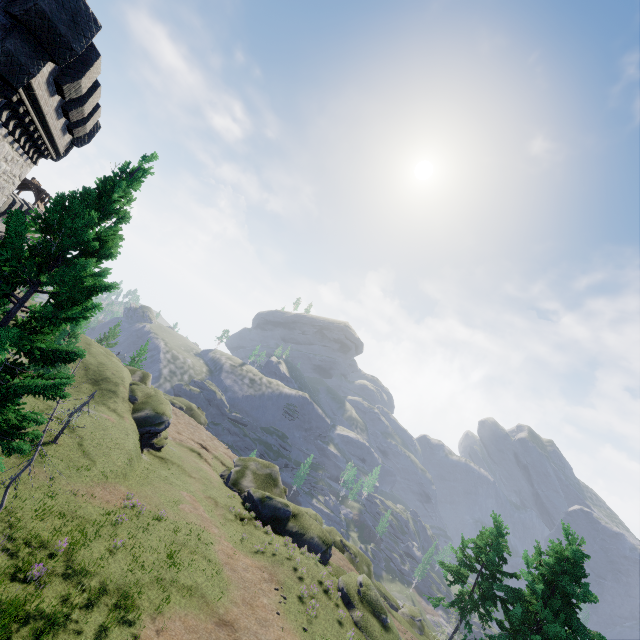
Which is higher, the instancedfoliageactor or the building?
the building

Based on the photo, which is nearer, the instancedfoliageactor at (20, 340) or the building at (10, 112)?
the instancedfoliageactor at (20, 340)

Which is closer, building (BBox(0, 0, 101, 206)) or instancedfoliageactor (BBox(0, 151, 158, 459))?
instancedfoliageactor (BBox(0, 151, 158, 459))

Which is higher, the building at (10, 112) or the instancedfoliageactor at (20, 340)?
the building at (10, 112)

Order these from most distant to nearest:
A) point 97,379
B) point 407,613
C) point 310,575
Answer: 1. point 407,613
2. point 97,379
3. point 310,575
